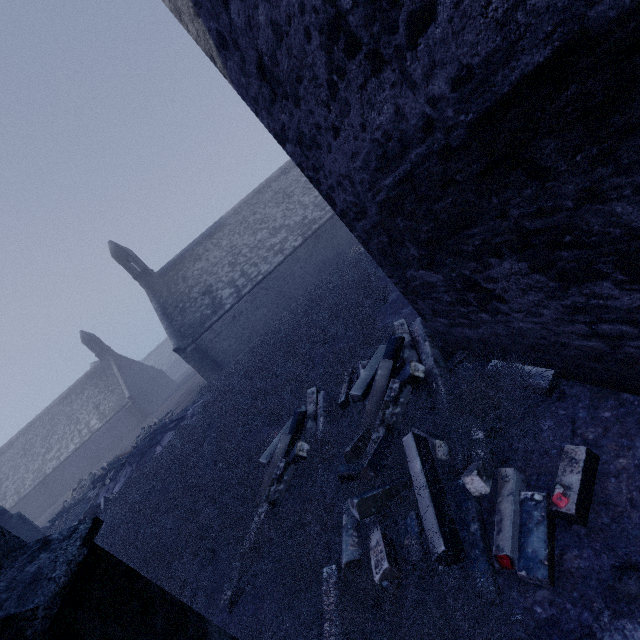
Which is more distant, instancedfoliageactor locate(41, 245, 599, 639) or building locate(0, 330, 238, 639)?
instancedfoliageactor locate(41, 245, 599, 639)

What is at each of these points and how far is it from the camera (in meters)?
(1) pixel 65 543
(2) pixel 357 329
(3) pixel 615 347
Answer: (1) building, 1.49
(2) instancedfoliageactor, 7.82
(3) building, 2.27

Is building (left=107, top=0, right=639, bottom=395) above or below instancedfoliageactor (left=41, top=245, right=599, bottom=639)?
above

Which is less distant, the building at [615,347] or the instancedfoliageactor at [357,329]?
the building at [615,347]
